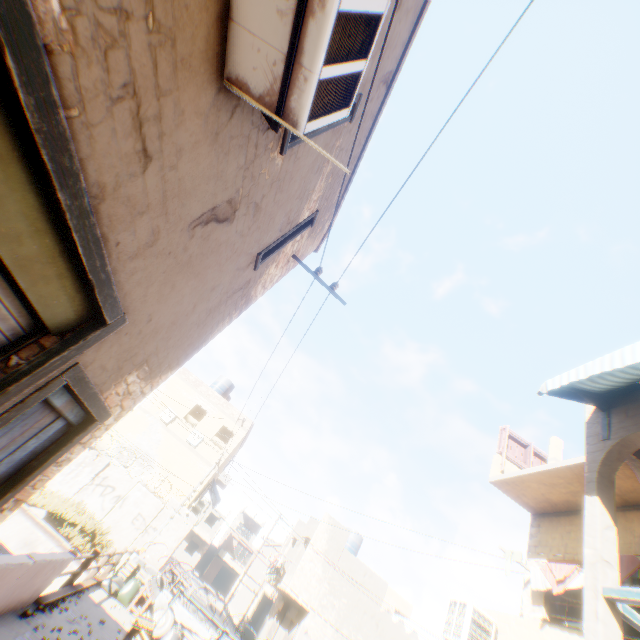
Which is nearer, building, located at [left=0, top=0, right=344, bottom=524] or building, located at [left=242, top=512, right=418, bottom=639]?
building, located at [left=0, top=0, right=344, bottom=524]

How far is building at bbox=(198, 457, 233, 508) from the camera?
21.2 meters

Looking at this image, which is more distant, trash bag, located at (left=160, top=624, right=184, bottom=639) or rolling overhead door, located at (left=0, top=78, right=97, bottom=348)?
trash bag, located at (left=160, top=624, right=184, bottom=639)

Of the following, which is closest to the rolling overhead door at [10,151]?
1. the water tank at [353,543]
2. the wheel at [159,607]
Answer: the wheel at [159,607]

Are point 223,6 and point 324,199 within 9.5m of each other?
yes

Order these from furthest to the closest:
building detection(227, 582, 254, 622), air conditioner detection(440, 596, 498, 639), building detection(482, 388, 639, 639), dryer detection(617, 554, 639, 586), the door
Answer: building detection(227, 582, 254, 622) → air conditioner detection(440, 596, 498, 639) → dryer detection(617, 554, 639, 586) → building detection(482, 388, 639, 639) → the door

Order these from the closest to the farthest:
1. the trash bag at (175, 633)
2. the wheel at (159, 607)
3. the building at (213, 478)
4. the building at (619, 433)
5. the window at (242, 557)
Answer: the building at (619, 433) → the trash bag at (175, 633) → the wheel at (159, 607) → the building at (213, 478) → the window at (242, 557)

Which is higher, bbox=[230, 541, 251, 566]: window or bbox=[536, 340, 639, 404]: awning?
bbox=[536, 340, 639, 404]: awning
